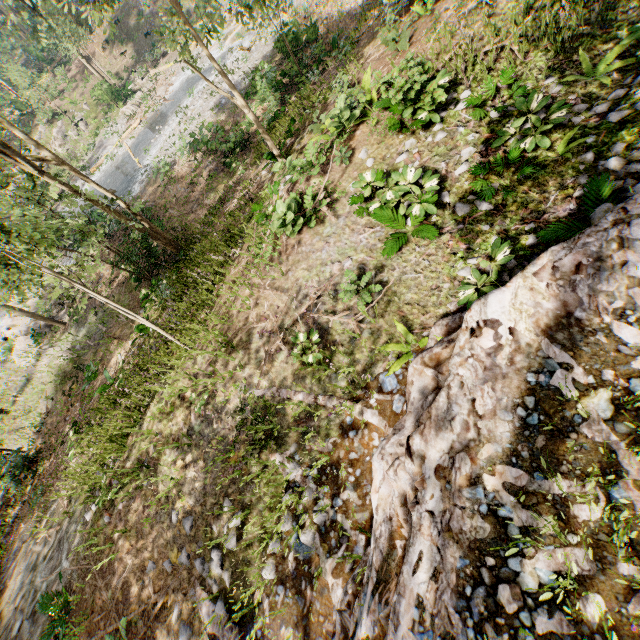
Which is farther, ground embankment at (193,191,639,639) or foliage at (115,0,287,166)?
foliage at (115,0,287,166)

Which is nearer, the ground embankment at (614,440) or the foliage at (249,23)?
the ground embankment at (614,440)

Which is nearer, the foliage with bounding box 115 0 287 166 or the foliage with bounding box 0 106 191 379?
the foliage with bounding box 0 106 191 379

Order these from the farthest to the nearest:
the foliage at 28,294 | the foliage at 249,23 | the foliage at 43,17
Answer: the foliage at 249,23 → the foliage at 28,294 → the foliage at 43,17

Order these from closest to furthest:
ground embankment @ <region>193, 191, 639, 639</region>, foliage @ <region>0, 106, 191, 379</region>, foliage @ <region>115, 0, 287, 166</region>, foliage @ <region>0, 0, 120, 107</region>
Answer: ground embankment @ <region>193, 191, 639, 639</region>
foliage @ <region>0, 0, 120, 107</region>
foliage @ <region>0, 106, 191, 379</region>
foliage @ <region>115, 0, 287, 166</region>

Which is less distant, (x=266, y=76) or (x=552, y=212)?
(x=552, y=212)
